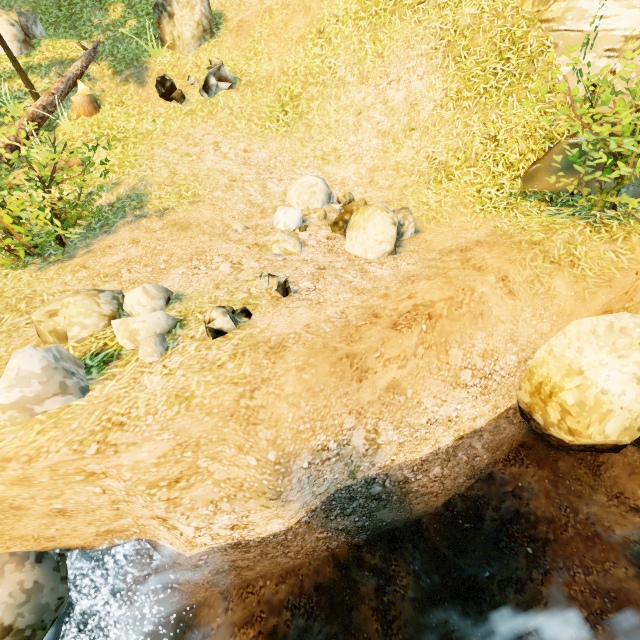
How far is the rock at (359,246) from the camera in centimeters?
542cm

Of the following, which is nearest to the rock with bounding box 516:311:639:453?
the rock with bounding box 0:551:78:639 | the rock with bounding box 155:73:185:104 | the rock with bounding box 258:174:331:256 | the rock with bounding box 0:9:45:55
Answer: the rock with bounding box 258:174:331:256

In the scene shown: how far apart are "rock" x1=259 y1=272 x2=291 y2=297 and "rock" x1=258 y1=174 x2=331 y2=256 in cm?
200

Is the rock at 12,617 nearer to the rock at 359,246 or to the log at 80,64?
the log at 80,64

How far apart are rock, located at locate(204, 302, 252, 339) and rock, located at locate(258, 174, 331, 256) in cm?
261

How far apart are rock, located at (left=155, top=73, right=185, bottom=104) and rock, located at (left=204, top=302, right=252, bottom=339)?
7.7m

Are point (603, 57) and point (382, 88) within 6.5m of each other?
yes

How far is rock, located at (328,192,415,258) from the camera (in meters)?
5.42
